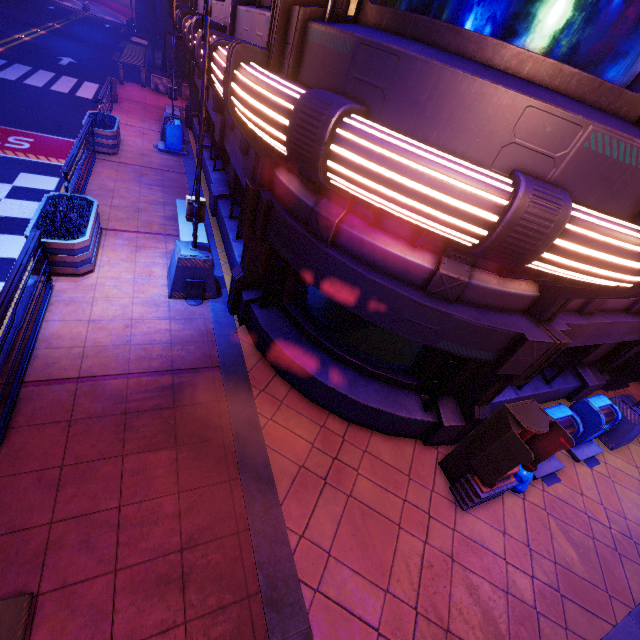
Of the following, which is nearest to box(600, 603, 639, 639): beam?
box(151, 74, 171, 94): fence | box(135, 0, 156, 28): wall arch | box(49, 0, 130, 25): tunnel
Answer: box(151, 74, 171, 94): fence

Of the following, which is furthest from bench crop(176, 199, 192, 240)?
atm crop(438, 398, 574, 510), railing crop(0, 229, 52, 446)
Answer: atm crop(438, 398, 574, 510)

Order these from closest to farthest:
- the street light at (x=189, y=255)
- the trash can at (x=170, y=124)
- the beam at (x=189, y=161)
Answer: the street light at (x=189, y=255)
the beam at (x=189, y=161)
the trash can at (x=170, y=124)

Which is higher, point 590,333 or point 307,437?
point 590,333

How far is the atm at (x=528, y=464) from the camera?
4.67m

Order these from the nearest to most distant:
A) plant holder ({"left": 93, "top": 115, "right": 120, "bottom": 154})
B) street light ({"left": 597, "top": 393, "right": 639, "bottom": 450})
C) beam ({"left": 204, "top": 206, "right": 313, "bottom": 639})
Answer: beam ({"left": 204, "top": 206, "right": 313, "bottom": 639}), street light ({"left": 597, "top": 393, "right": 639, "bottom": 450}), plant holder ({"left": 93, "top": 115, "right": 120, "bottom": 154})

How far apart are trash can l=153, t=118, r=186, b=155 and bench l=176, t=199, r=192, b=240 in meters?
6.1

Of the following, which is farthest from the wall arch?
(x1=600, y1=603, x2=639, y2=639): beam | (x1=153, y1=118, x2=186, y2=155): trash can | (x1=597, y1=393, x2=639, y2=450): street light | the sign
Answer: (x1=600, y1=603, x2=639, y2=639): beam
